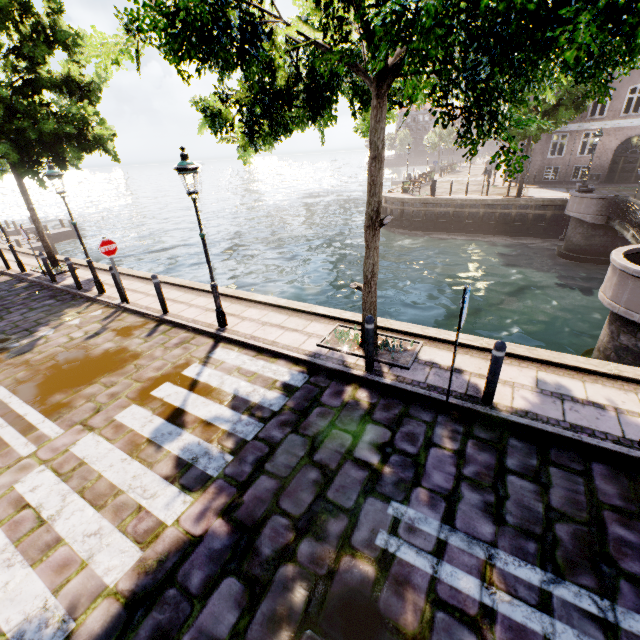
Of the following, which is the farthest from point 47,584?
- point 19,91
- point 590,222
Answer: point 590,222

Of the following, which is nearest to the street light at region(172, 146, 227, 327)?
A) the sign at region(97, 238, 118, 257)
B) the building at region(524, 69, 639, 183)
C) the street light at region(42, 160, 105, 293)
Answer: the sign at region(97, 238, 118, 257)

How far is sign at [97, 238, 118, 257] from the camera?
8.6m

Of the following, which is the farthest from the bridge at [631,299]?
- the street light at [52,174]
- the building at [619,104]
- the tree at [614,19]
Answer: the street light at [52,174]

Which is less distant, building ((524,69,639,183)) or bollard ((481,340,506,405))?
bollard ((481,340,506,405))

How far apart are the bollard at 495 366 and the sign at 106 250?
9.5 meters

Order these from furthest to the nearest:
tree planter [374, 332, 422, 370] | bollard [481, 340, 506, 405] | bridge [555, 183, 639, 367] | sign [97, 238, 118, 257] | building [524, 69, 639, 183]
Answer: building [524, 69, 639, 183] → sign [97, 238, 118, 257] → bridge [555, 183, 639, 367] → tree planter [374, 332, 422, 370] → bollard [481, 340, 506, 405]

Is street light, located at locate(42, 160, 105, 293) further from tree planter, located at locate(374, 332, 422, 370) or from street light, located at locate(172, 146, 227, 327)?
tree planter, located at locate(374, 332, 422, 370)
